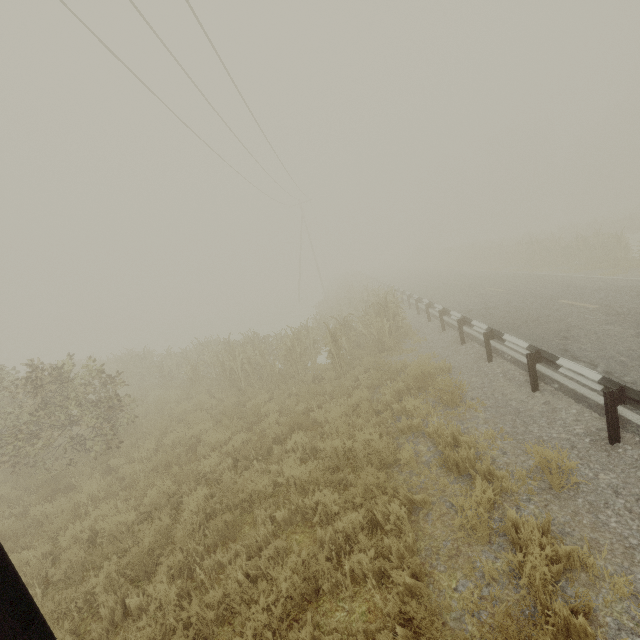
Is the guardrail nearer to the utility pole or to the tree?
the tree

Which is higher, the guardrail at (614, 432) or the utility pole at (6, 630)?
the utility pole at (6, 630)

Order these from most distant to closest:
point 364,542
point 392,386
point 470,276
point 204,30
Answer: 1. point 470,276
2. point 204,30
3. point 392,386
4. point 364,542

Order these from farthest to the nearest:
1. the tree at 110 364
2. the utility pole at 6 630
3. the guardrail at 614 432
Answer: the tree at 110 364
the guardrail at 614 432
the utility pole at 6 630

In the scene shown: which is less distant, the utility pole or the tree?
the utility pole

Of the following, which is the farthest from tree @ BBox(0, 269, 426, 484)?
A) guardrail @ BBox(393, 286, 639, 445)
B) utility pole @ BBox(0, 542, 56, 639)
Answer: utility pole @ BBox(0, 542, 56, 639)
